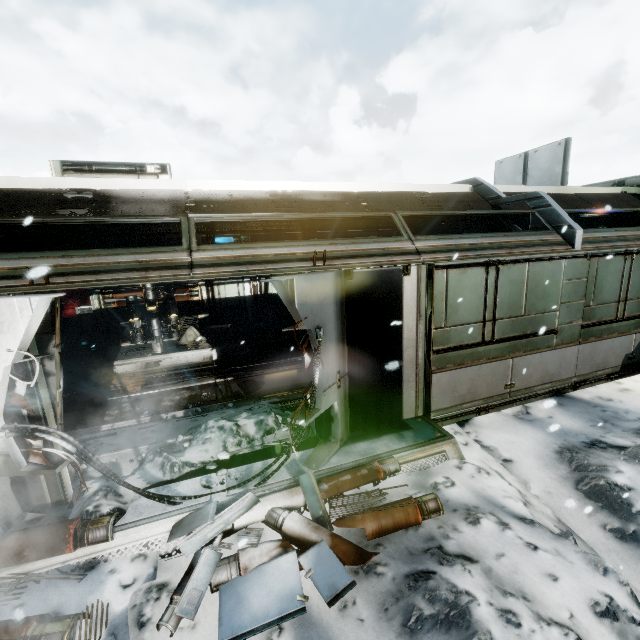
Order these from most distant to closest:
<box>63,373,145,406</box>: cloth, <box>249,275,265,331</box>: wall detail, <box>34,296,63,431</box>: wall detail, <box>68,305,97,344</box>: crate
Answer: <box>249,275,265,331</box>: wall detail < <box>68,305,97,344</box>: crate < <box>63,373,145,406</box>: cloth < <box>34,296,63,431</box>: wall detail

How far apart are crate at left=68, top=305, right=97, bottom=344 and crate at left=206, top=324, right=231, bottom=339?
4.23m

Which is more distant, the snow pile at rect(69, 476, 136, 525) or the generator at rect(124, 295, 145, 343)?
the generator at rect(124, 295, 145, 343)

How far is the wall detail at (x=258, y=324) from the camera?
12.3m

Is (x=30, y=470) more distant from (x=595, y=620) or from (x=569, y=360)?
(x=569, y=360)

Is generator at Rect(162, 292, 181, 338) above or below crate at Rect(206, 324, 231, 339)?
above

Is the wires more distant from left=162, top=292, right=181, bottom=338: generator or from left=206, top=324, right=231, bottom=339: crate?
left=206, top=324, right=231, bottom=339: crate

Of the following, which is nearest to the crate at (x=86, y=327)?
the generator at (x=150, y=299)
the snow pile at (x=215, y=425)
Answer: the generator at (x=150, y=299)
